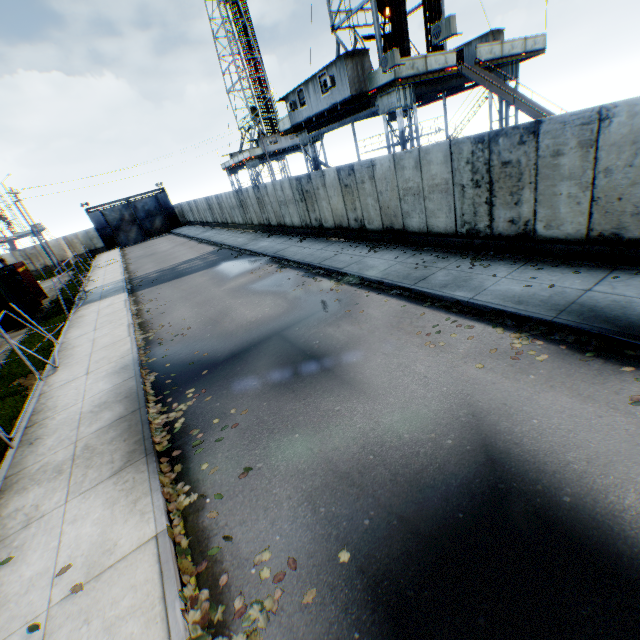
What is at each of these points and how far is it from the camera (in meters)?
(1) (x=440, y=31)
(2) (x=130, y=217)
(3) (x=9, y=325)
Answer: (1) air conditioner, 11.45
(2) metal gate, 47.62
(3) storage container, 17.92

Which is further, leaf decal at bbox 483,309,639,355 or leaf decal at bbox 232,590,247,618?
leaf decal at bbox 483,309,639,355

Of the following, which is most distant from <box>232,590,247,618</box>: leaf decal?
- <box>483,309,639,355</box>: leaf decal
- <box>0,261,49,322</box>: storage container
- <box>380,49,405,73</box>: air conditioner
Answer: <box>0,261,49,322</box>: storage container

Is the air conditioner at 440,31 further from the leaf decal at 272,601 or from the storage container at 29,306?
the storage container at 29,306

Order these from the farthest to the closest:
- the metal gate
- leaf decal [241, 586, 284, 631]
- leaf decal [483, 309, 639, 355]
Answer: the metal gate, leaf decal [483, 309, 639, 355], leaf decal [241, 586, 284, 631]

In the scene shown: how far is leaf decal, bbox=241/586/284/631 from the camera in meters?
3.5 m

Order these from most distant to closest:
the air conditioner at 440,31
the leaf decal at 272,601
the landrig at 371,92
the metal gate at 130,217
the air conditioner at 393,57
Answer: the metal gate at 130,217
the landrig at 371,92
the air conditioner at 393,57
the air conditioner at 440,31
the leaf decal at 272,601

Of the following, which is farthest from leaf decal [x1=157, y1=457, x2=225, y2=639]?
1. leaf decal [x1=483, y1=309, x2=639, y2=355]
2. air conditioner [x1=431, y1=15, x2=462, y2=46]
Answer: air conditioner [x1=431, y1=15, x2=462, y2=46]
